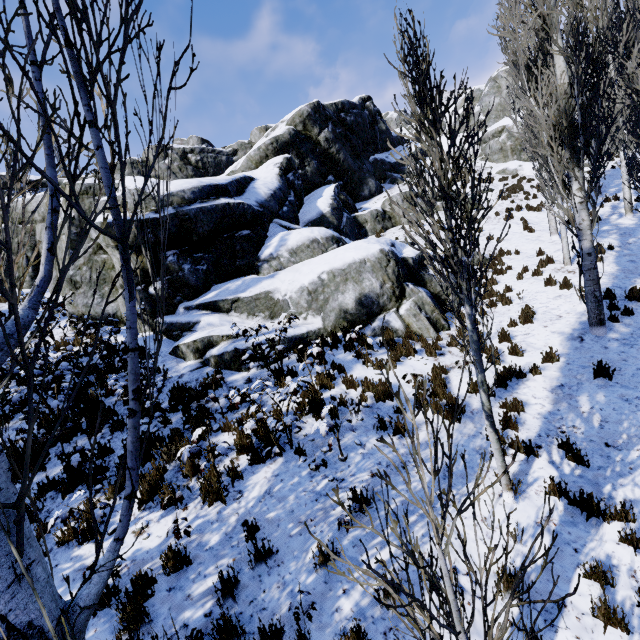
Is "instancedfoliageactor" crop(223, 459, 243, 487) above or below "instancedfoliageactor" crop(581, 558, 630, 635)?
above

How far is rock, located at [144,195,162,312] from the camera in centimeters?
1008cm

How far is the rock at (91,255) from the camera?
10.6m

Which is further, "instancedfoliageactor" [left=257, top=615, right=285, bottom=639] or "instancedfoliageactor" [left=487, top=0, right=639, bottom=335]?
"instancedfoliageactor" [left=487, top=0, right=639, bottom=335]

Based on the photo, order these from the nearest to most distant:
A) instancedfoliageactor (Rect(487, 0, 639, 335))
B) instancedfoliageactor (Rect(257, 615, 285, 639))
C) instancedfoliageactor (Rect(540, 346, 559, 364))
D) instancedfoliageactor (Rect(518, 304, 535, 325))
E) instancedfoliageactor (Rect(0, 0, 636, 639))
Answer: instancedfoliageactor (Rect(0, 0, 636, 639)), instancedfoliageactor (Rect(257, 615, 285, 639)), instancedfoliageactor (Rect(487, 0, 639, 335)), instancedfoliageactor (Rect(540, 346, 559, 364)), instancedfoliageactor (Rect(518, 304, 535, 325))

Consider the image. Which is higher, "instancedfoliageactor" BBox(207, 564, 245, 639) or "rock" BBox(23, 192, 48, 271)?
"rock" BBox(23, 192, 48, 271)

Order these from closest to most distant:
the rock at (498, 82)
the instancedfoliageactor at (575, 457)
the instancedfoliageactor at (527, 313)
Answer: the instancedfoliageactor at (575, 457) < the instancedfoliageactor at (527, 313) < the rock at (498, 82)

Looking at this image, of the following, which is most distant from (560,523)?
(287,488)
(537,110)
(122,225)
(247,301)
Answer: (247,301)
